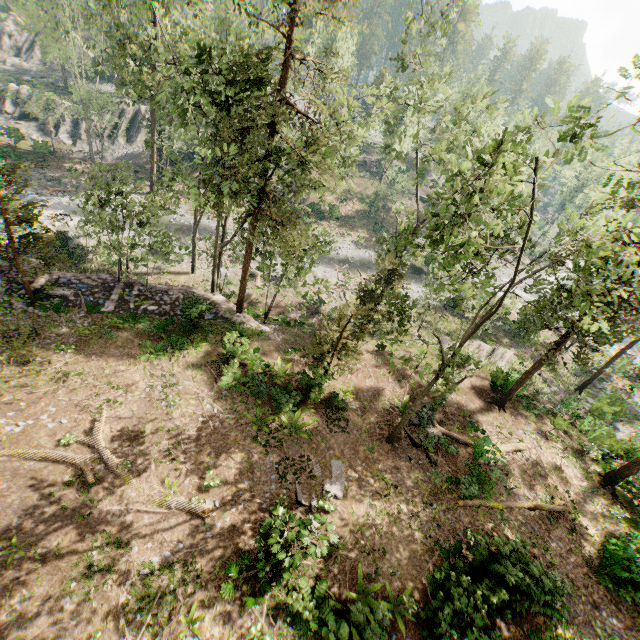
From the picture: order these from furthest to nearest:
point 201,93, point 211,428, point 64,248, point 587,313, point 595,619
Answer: point 64,248
point 201,93
point 211,428
point 595,619
point 587,313

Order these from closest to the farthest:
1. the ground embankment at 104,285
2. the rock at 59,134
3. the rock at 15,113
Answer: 1. the ground embankment at 104,285
2. the rock at 15,113
3. the rock at 59,134

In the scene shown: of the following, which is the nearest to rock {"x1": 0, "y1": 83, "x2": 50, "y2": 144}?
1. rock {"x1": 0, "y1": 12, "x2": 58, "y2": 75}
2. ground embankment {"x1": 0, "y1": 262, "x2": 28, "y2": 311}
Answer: rock {"x1": 0, "y1": 12, "x2": 58, "y2": 75}

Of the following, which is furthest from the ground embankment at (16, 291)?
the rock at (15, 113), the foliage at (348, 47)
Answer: the rock at (15, 113)

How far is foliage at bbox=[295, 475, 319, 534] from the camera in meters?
11.5

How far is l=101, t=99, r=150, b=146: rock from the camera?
46.38m

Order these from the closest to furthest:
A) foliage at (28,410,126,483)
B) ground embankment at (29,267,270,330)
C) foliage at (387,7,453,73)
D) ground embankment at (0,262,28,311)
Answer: foliage at (28,410,126,483)
ground embankment at (0,262,28,311)
foliage at (387,7,453,73)
ground embankment at (29,267,270,330)

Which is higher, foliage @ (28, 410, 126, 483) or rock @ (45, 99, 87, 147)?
foliage @ (28, 410, 126, 483)
